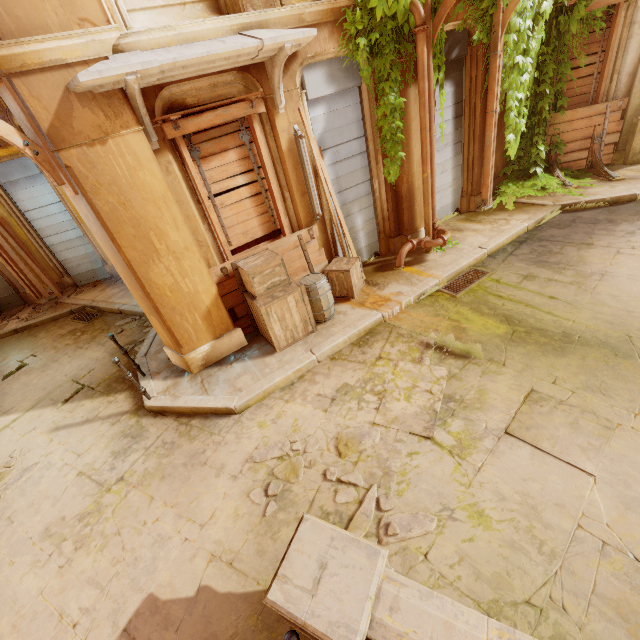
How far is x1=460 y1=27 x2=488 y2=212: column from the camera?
6.9m

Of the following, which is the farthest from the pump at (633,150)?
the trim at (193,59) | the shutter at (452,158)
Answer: the trim at (193,59)

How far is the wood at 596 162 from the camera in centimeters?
825cm

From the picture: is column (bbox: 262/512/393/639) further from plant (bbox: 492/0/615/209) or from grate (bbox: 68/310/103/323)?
grate (bbox: 68/310/103/323)

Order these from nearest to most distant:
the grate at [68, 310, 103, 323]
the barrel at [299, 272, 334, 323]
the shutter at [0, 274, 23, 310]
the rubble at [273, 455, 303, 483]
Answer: the rubble at [273, 455, 303, 483]
the barrel at [299, 272, 334, 323]
the grate at [68, 310, 103, 323]
the shutter at [0, 274, 23, 310]

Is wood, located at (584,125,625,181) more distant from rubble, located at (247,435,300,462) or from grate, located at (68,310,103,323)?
grate, located at (68,310,103,323)

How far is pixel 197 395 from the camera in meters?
5.2

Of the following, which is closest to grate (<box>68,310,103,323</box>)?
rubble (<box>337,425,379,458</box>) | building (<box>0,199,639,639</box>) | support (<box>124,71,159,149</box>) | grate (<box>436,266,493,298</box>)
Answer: building (<box>0,199,639,639</box>)
